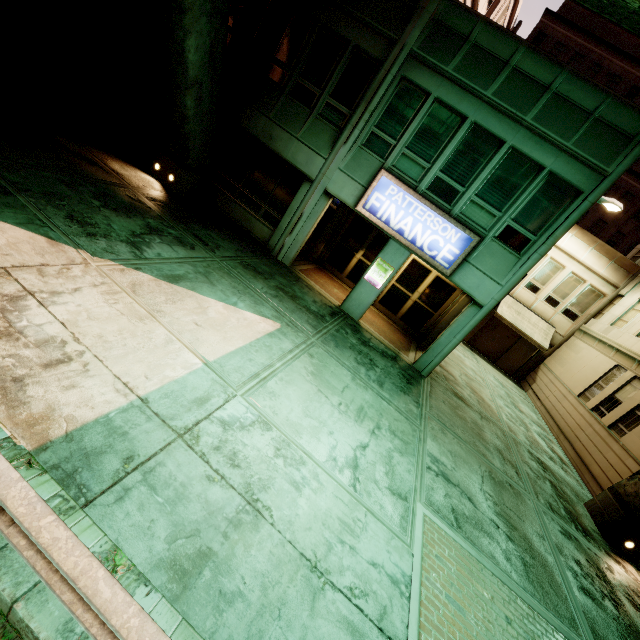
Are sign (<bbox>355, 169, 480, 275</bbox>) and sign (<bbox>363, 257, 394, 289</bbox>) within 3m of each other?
yes

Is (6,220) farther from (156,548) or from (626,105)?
(626,105)

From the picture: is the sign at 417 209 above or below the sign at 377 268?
above

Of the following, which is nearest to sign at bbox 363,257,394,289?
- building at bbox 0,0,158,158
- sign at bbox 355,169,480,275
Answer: sign at bbox 355,169,480,275

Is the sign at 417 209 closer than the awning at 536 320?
Yes

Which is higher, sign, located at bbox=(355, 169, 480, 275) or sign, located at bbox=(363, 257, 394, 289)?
sign, located at bbox=(355, 169, 480, 275)

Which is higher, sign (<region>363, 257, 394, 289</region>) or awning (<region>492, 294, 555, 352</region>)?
awning (<region>492, 294, 555, 352</region>)

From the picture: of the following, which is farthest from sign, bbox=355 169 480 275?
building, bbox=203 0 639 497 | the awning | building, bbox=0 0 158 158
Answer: the awning
